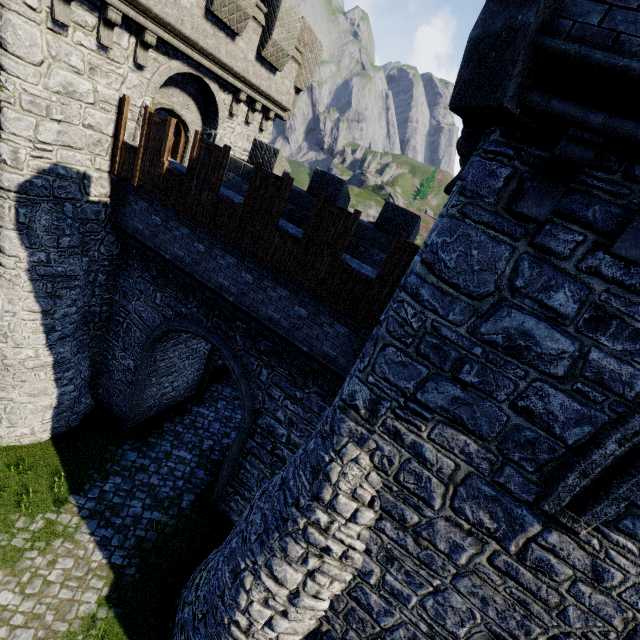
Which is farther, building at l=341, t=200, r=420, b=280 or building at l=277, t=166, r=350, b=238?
building at l=277, t=166, r=350, b=238

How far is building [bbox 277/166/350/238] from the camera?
8.9m

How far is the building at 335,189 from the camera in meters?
8.9 m

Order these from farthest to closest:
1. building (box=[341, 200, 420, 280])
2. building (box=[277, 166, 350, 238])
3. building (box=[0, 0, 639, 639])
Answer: building (box=[277, 166, 350, 238]) < building (box=[341, 200, 420, 280]) < building (box=[0, 0, 639, 639])

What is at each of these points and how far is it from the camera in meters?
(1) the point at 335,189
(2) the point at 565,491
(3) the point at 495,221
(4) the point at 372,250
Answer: →
(1) building, 11.7 m
(2) window slit, 4.0 m
(3) building, 3.8 m
(4) building, 11.0 m

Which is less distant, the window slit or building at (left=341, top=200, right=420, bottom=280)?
the window slit
